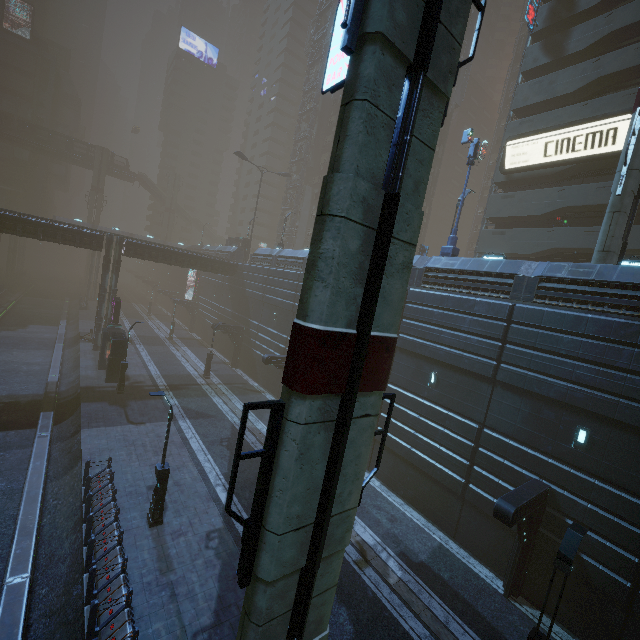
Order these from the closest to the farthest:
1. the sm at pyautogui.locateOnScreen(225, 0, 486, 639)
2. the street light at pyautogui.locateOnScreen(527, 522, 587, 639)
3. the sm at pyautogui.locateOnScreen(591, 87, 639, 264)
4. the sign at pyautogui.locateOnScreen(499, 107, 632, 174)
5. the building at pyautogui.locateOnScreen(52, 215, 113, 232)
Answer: the sm at pyautogui.locateOnScreen(225, 0, 486, 639) < the street light at pyautogui.locateOnScreen(527, 522, 587, 639) < the sm at pyautogui.locateOnScreen(591, 87, 639, 264) < the sign at pyautogui.locateOnScreen(499, 107, 632, 174) < the building at pyautogui.locateOnScreen(52, 215, 113, 232)

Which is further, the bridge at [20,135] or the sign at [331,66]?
the bridge at [20,135]

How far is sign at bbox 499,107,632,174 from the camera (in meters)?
21.02

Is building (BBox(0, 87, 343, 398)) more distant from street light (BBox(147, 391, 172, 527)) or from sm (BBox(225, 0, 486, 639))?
street light (BBox(147, 391, 172, 527))

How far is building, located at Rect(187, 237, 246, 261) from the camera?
43.5m

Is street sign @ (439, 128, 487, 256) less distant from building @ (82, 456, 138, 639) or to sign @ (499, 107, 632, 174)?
building @ (82, 456, 138, 639)

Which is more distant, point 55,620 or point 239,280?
point 239,280

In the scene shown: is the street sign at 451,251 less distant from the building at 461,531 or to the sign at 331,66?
the building at 461,531
